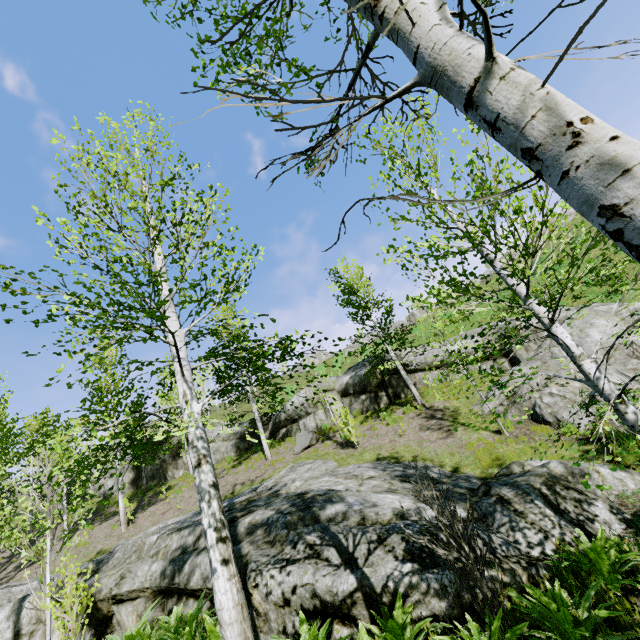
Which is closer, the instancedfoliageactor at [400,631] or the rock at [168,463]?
the instancedfoliageactor at [400,631]

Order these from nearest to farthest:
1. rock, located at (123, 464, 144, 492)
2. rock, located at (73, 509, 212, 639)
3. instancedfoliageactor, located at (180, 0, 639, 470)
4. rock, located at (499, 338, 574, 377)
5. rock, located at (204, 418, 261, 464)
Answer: instancedfoliageactor, located at (180, 0, 639, 470), rock, located at (73, 509, 212, 639), rock, located at (499, 338, 574, 377), rock, located at (204, 418, 261, 464), rock, located at (123, 464, 144, 492)

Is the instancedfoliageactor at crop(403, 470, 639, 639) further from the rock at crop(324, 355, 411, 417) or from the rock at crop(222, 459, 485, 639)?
the rock at crop(324, 355, 411, 417)

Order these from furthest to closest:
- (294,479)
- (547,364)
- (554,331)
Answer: (547,364)
(294,479)
(554,331)

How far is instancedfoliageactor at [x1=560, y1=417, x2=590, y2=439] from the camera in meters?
3.8

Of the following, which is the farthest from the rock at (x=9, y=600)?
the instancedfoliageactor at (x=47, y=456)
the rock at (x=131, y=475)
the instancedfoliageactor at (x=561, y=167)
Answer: the rock at (x=131, y=475)

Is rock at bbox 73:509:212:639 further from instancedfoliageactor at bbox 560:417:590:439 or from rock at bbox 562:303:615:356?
rock at bbox 562:303:615:356

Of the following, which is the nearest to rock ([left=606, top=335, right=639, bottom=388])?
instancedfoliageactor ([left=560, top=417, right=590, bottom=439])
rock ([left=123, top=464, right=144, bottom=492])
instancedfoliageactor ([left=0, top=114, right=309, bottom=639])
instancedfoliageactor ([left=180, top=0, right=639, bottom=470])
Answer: rock ([left=123, top=464, right=144, bottom=492])
